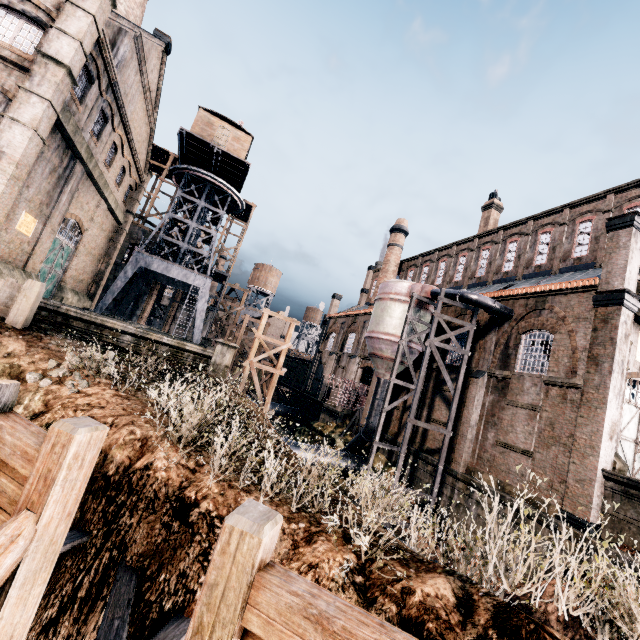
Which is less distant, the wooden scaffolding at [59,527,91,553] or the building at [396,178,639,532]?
the wooden scaffolding at [59,527,91,553]

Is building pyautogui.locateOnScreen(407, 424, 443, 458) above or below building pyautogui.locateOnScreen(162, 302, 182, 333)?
below

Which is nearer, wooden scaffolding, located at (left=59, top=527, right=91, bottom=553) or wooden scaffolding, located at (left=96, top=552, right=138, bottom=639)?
wooden scaffolding, located at (left=96, top=552, right=138, bottom=639)

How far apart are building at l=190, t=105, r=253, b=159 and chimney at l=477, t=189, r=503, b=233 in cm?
2560

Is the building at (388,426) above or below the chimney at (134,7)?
below

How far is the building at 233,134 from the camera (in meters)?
29.84

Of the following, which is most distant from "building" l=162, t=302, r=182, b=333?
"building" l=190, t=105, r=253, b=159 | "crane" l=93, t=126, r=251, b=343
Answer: "building" l=190, t=105, r=253, b=159

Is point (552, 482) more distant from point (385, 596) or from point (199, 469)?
point (199, 469)
